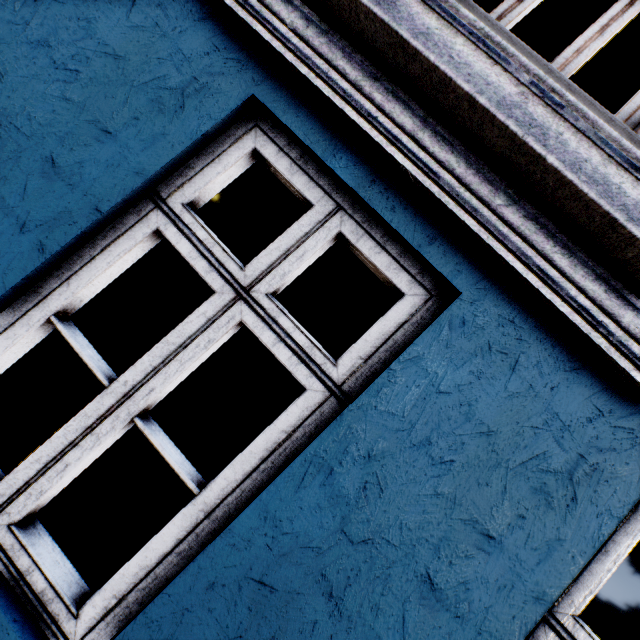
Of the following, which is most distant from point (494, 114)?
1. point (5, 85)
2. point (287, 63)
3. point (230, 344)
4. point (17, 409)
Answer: point (230, 344)
